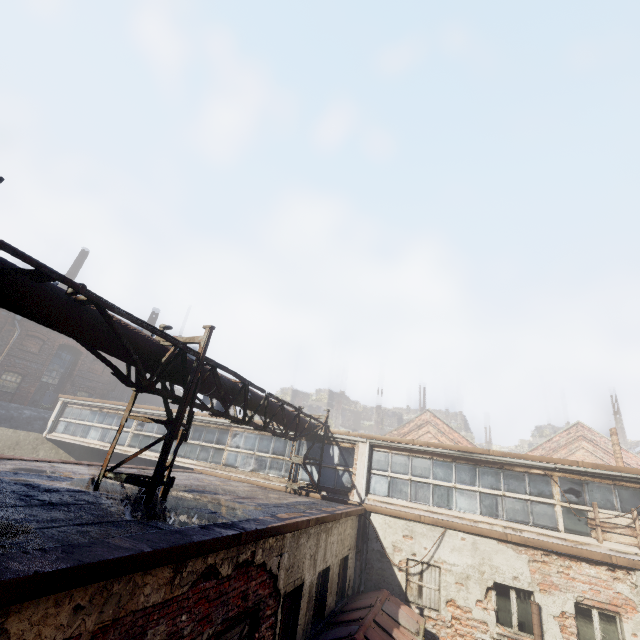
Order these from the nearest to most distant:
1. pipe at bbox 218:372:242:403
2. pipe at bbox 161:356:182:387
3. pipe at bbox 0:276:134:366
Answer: pipe at bbox 0:276:134:366 → pipe at bbox 161:356:182:387 → pipe at bbox 218:372:242:403

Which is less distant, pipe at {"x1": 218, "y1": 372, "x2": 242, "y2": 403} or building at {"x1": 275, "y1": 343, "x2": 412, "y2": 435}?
pipe at {"x1": 218, "y1": 372, "x2": 242, "y2": 403}

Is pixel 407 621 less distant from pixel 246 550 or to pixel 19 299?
pixel 246 550

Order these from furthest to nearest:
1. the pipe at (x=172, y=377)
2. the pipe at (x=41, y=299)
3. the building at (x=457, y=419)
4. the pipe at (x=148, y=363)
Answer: the building at (x=457, y=419) < the pipe at (x=172, y=377) < the pipe at (x=148, y=363) < the pipe at (x=41, y=299)

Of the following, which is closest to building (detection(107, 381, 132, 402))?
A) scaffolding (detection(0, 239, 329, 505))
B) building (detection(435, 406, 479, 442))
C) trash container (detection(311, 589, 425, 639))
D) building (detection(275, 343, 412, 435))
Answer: scaffolding (detection(0, 239, 329, 505))

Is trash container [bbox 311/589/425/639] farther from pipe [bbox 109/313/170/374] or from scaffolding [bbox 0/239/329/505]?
pipe [bbox 109/313/170/374]

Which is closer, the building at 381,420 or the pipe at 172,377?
the pipe at 172,377

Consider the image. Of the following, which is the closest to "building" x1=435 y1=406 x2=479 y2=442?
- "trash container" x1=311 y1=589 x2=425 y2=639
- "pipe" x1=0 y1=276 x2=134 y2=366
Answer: "pipe" x1=0 y1=276 x2=134 y2=366
